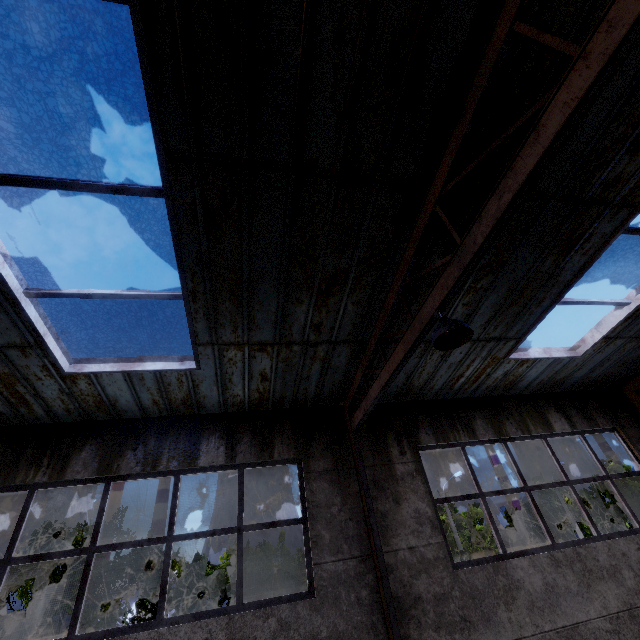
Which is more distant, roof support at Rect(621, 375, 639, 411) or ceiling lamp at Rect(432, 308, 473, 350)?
roof support at Rect(621, 375, 639, 411)

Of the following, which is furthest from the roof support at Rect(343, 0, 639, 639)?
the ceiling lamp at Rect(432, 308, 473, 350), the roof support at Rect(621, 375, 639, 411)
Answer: the roof support at Rect(621, 375, 639, 411)

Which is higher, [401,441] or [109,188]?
[109,188]

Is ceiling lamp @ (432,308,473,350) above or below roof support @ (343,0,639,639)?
below

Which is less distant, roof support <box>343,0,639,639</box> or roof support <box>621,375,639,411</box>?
roof support <box>343,0,639,639</box>

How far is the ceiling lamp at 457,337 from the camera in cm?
327

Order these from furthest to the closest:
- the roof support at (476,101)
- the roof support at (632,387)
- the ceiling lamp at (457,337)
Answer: the roof support at (632,387) → the ceiling lamp at (457,337) → the roof support at (476,101)

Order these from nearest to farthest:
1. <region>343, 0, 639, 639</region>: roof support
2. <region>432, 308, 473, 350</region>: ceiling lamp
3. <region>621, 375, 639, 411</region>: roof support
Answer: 1. <region>343, 0, 639, 639</region>: roof support
2. <region>432, 308, 473, 350</region>: ceiling lamp
3. <region>621, 375, 639, 411</region>: roof support
